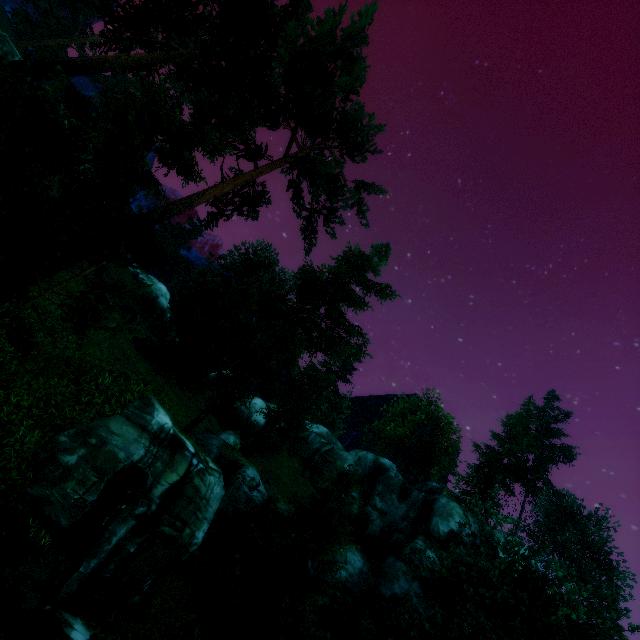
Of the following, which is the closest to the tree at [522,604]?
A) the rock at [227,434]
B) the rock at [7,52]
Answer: the rock at [227,434]

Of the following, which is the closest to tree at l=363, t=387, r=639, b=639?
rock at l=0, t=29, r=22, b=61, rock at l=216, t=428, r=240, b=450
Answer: rock at l=216, t=428, r=240, b=450

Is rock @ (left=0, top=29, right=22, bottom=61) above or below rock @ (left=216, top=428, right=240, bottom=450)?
above

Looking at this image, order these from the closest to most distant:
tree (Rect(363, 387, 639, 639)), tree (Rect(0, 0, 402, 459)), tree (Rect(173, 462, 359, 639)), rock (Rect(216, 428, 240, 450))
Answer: tree (Rect(0, 0, 402, 459))
tree (Rect(173, 462, 359, 639))
tree (Rect(363, 387, 639, 639))
rock (Rect(216, 428, 240, 450))

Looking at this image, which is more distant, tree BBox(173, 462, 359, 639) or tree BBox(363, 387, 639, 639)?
tree BBox(363, 387, 639, 639)

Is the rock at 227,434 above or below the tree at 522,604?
below

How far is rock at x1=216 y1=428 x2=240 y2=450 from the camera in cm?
2130

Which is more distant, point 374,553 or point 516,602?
point 374,553
